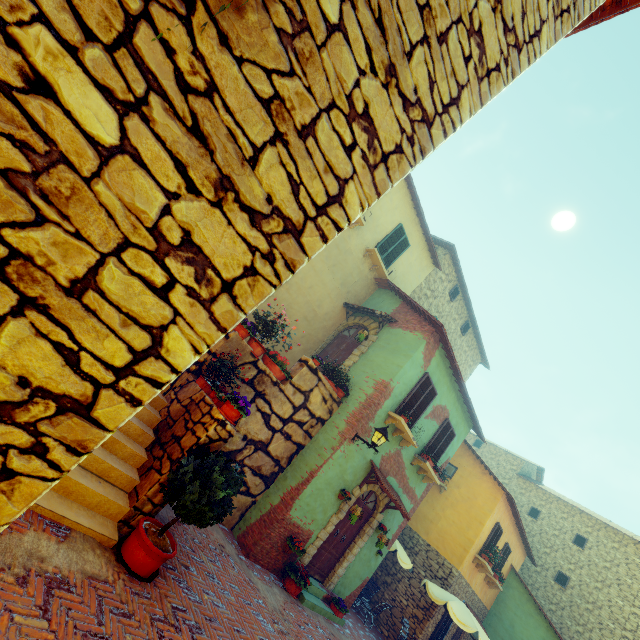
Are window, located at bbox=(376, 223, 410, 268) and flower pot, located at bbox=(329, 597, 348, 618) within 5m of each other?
no

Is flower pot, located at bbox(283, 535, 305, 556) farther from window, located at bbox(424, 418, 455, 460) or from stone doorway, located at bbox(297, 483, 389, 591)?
window, located at bbox(424, 418, 455, 460)

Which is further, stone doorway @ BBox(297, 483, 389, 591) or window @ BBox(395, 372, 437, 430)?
window @ BBox(395, 372, 437, 430)

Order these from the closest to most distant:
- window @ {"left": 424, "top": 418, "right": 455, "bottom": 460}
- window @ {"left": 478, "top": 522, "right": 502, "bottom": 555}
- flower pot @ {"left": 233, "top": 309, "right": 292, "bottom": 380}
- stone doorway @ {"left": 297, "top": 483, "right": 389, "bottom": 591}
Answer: flower pot @ {"left": 233, "top": 309, "right": 292, "bottom": 380} < stone doorway @ {"left": 297, "top": 483, "right": 389, "bottom": 591} < window @ {"left": 424, "top": 418, "right": 455, "bottom": 460} < window @ {"left": 478, "top": 522, "right": 502, "bottom": 555}

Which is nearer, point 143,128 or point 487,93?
point 143,128

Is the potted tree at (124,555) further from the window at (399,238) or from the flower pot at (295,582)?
the window at (399,238)

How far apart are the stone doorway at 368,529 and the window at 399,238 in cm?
768

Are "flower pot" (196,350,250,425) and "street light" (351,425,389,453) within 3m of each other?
no
